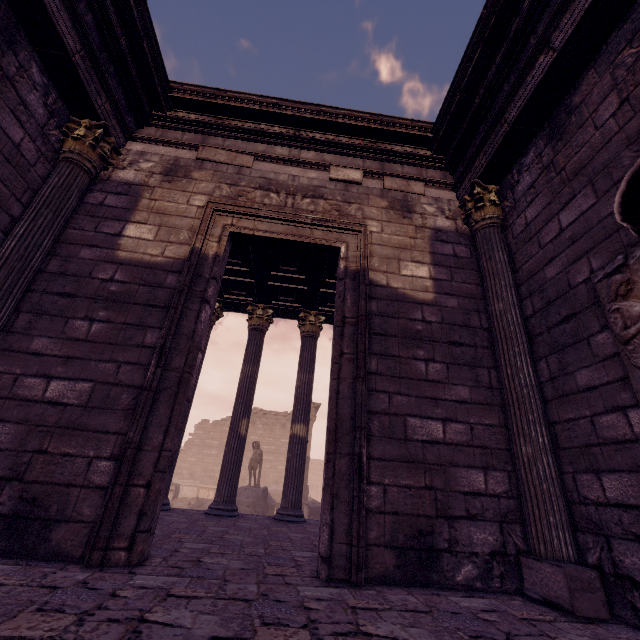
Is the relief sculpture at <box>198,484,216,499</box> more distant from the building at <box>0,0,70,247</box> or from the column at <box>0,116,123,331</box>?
the column at <box>0,116,123,331</box>

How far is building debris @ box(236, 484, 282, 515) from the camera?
13.4 meters

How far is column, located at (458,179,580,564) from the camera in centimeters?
291cm

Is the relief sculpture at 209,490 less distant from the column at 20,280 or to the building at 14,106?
the building at 14,106

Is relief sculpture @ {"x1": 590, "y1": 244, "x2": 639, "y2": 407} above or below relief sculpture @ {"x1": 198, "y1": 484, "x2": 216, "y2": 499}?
above

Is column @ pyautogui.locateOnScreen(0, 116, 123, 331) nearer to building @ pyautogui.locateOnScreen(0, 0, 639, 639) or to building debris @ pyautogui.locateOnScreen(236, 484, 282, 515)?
building @ pyautogui.locateOnScreen(0, 0, 639, 639)

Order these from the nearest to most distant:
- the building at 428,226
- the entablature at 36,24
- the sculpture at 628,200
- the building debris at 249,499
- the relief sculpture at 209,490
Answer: the sculpture at 628,200 → the building at 428,226 → the entablature at 36,24 → the building debris at 249,499 → the relief sculpture at 209,490

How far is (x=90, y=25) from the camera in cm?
396
